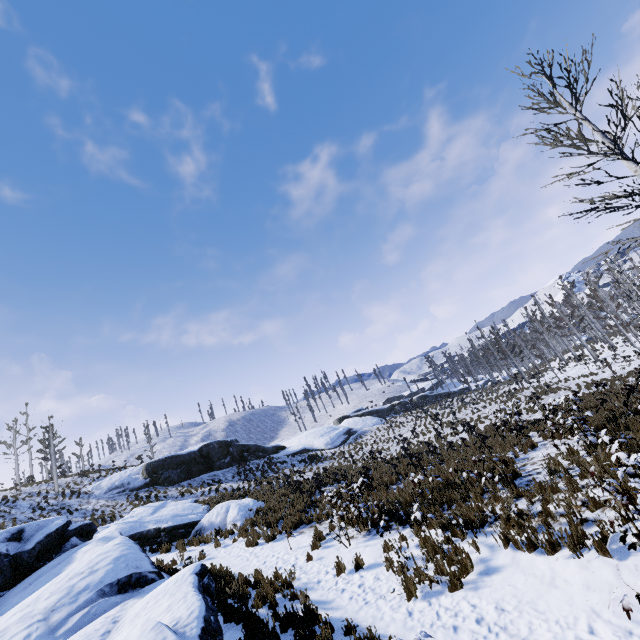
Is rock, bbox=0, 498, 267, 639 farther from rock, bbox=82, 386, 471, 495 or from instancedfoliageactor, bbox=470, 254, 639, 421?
instancedfoliageactor, bbox=470, 254, 639, 421

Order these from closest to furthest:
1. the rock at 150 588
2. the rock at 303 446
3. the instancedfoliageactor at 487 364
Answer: the rock at 150 588 → the instancedfoliageactor at 487 364 → the rock at 303 446

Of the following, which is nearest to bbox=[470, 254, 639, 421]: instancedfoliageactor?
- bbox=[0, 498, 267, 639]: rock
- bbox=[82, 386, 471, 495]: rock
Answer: bbox=[0, 498, 267, 639]: rock

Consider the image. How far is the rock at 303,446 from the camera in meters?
27.7 m

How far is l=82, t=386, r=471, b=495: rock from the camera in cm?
2770

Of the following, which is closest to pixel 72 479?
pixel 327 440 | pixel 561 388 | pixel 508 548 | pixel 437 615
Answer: pixel 327 440

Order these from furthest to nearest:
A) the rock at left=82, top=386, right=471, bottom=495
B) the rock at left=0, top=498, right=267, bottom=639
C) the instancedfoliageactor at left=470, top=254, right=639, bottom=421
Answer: the rock at left=82, top=386, right=471, bottom=495, the instancedfoliageactor at left=470, top=254, right=639, bottom=421, the rock at left=0, top=498, right=267, bottom=639

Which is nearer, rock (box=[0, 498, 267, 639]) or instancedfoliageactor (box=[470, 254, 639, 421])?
rock (box=[0, 498, 267, 639])
